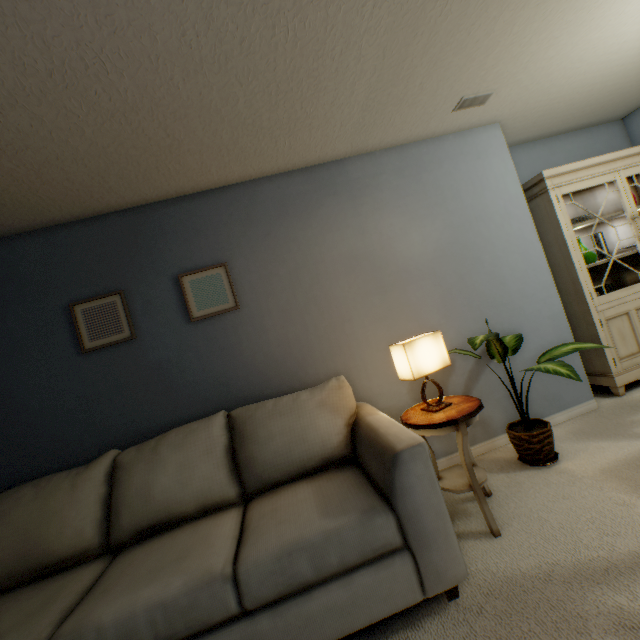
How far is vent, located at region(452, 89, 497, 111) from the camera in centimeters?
221cm

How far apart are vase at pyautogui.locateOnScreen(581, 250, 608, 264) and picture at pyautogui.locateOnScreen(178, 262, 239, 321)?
3.1m

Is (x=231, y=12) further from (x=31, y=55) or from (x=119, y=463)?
(x=119, y=463)

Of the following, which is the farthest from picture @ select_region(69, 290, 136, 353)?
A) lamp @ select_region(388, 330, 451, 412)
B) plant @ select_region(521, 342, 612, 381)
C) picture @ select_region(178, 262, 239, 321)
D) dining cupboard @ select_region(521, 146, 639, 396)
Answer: dining cupboard @ select_region(521, 146, 639, 396)

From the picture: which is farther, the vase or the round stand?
the vase

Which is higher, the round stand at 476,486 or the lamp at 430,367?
the lamp at 430,367

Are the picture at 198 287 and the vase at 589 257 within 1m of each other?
no

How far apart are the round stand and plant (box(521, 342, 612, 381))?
0.3m
